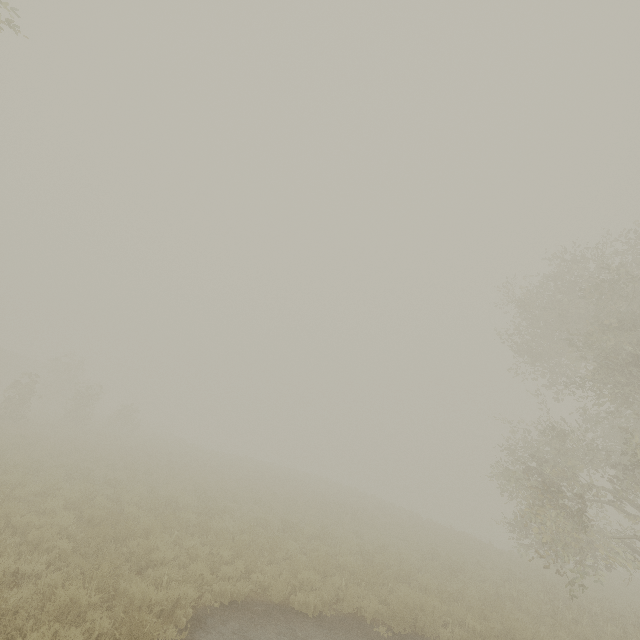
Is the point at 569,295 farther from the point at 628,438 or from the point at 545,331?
the point at 628,438
